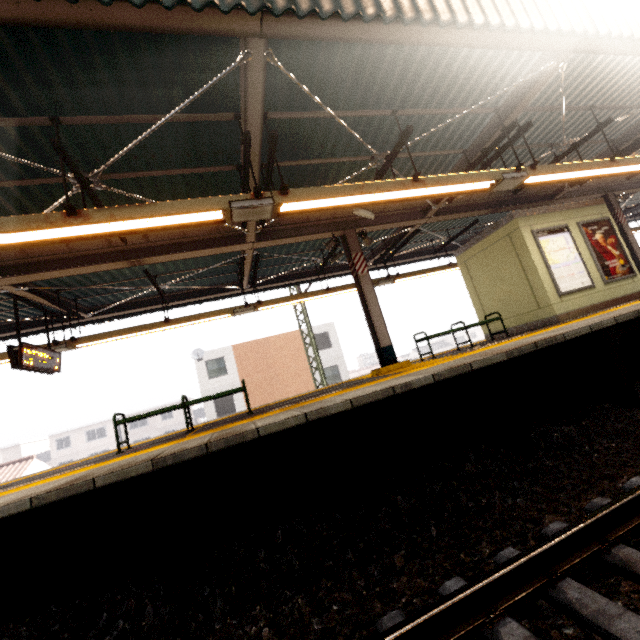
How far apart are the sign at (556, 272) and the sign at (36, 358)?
11.8 meters

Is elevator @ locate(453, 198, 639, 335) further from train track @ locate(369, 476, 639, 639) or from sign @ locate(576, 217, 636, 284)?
train track @ locate(369, 476, 639, 639)

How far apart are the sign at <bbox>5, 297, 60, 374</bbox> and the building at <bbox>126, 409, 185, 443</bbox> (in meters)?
42.94

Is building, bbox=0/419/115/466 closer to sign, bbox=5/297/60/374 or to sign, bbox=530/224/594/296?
sign, bbox=5/297/60/374

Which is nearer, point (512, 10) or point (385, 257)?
point (512, 10)

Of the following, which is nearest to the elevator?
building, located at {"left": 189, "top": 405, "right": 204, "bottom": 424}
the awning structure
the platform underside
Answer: the awning structure

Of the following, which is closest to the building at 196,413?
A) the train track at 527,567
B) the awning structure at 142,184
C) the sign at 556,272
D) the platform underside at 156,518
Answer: the awning structure at 142,184

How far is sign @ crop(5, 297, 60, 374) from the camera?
6.5 meters
